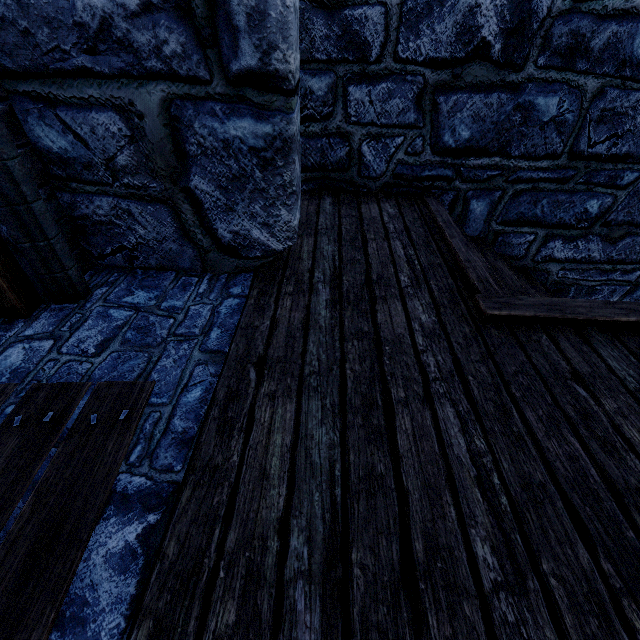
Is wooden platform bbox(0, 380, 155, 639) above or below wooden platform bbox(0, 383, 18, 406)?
below

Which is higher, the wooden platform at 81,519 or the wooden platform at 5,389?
the wooden platform at 5,389

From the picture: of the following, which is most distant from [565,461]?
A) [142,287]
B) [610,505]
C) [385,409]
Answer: [142,287]
